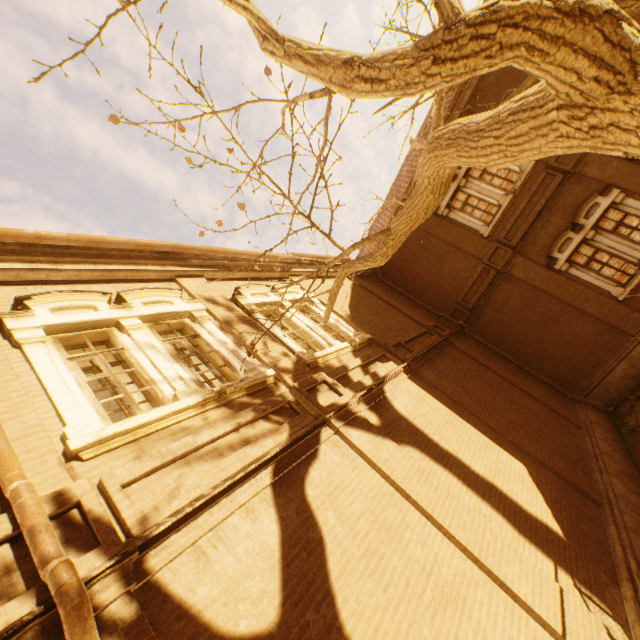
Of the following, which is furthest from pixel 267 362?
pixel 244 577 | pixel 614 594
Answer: pixel 614 594

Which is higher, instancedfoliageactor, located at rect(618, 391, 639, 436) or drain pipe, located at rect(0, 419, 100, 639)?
drain pipe, located at rect(0, 419, 100, 639)

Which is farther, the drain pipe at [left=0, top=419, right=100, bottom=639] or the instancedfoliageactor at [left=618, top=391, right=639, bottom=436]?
the instancedfoliageactor at [left=618, top=391, right=639, bottom=436]

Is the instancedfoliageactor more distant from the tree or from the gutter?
the gutter

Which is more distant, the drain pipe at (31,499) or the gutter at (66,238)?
the gutter at (66,238)

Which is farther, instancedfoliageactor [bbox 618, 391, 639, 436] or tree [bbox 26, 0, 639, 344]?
instancedfoliageactor [bbox 618, 391, 639, 436]

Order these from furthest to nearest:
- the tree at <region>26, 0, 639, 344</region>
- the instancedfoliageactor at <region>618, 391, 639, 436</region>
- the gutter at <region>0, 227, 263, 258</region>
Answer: the instancedfoliageactor at <region>618, 391, 639, 436</region>
the gutter at <region>0, 227, 263, 258</region>
the tree at <region>26, 0, 639, 344</region>

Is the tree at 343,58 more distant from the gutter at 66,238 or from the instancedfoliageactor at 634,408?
the instancedfoliageactor at 634,408
